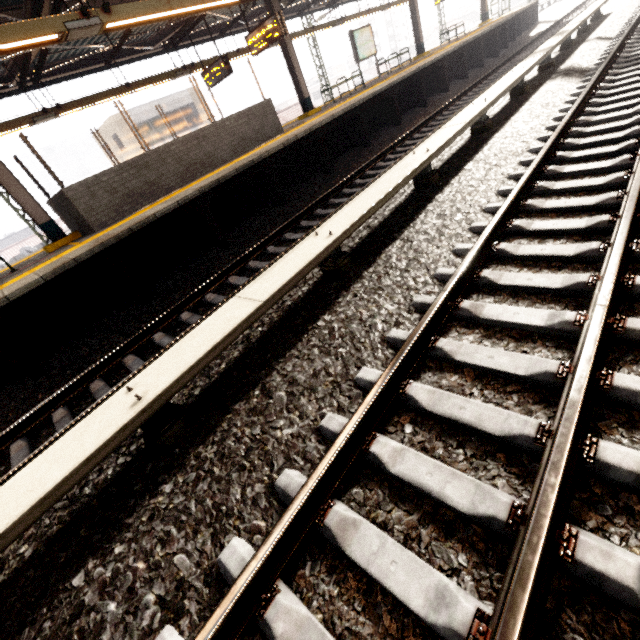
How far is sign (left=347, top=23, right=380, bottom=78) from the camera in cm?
1361

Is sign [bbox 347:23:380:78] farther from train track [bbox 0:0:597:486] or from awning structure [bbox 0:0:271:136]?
train track [bbox 0:0:597:486]

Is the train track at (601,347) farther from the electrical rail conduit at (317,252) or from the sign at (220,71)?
the sign at (220,71)

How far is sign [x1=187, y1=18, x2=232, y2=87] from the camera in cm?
1066

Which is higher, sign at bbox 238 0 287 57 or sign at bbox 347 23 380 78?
sign at bbox 238 0 287 57

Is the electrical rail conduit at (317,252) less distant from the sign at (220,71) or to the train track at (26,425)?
the train track at (26,425)

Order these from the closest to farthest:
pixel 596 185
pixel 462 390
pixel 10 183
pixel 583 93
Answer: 1. pixel 462 390
2. pixel 596 185
3. pixel 583 93
4. pixel 10 183

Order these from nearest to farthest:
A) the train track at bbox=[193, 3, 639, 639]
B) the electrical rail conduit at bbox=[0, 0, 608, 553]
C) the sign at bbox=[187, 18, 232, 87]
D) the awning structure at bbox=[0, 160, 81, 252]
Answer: the train track at bbox=[193, 3, 639, 639] < the electrical rail conduit at bbox=[0, 0, 608, 553] < the awning structure at bbox=[0, 160, 81, 252] < the sign at bbox=[187, 18, 232, 87]
